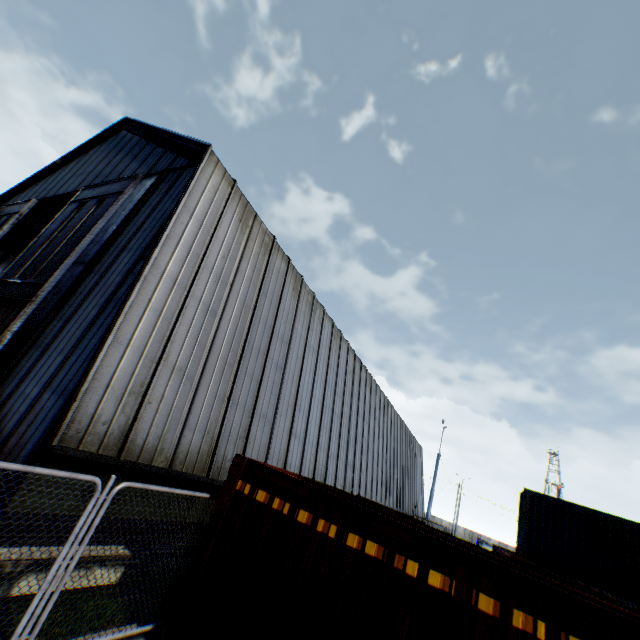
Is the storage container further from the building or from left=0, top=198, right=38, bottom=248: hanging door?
left=0, top=198, right=38, bottom=248: hanging door

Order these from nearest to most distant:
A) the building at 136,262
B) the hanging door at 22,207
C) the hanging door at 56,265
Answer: the building at 136,262
the hanging door at 56,265
the hanging door at 22,207

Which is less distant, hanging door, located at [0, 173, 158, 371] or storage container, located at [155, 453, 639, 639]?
storage container, located at [155, 453, 639, 639]

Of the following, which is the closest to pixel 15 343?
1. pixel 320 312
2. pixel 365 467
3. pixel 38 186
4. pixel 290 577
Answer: pixel 290 577

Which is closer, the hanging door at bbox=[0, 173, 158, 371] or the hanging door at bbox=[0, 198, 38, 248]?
the hanging door at bbox=[0, 173, 158, 371]

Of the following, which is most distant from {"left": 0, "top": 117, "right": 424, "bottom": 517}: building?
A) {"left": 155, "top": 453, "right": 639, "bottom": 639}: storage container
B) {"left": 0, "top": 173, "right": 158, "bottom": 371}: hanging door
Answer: {"left": 155, "top": 453, "right": 639, "bottom": 639}: storage container

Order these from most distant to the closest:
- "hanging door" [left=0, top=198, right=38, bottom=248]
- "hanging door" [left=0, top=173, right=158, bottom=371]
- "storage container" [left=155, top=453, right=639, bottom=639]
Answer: "hanging door" [left=0, top=198, right=38, bottom=248]
"hanging door" [left=0, top=173, right=158, bottom=371]
"storage container" [left=155, top=453, right=639, bottom=639]

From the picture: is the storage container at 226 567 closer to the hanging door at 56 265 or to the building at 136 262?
the building at 136 262
